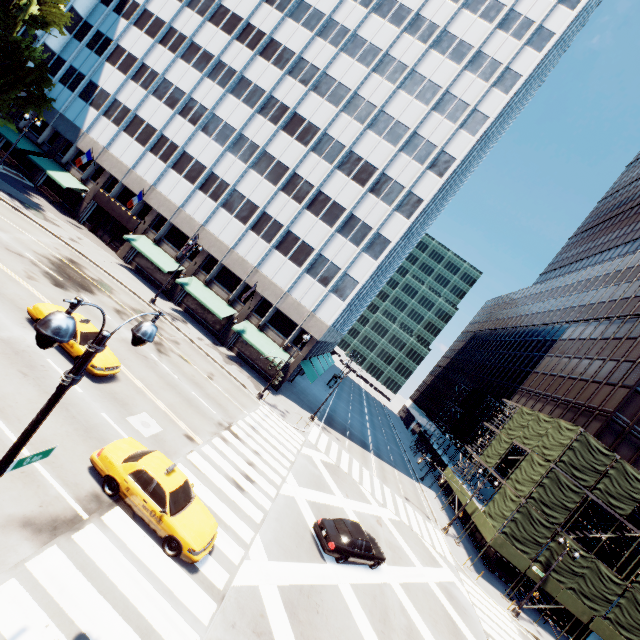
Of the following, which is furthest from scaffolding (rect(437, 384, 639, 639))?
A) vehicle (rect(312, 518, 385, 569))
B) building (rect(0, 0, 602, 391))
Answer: building (rect(0, 0, 602, 391))

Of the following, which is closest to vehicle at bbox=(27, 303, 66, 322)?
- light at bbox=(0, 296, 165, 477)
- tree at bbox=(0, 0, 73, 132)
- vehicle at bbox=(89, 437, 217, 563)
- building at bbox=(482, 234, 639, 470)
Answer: vehicle at bbox=(89, 437, 217, 563)

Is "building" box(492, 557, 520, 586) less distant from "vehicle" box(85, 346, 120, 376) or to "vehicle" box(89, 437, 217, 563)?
"vehicle" box(89, 437, 217, 563)

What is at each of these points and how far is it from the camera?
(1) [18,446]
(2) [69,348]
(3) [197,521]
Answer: (1) light, 5.3 meters
(2) vehicle, 15.7 meters
(3) vehicle, 11.5 meters

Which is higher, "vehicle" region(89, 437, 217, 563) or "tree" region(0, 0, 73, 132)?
"tree" region(0, 0, 73, 132)

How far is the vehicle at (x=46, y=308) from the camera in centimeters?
1605cm

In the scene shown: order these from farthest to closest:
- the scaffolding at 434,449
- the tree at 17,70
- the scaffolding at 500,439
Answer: the scaffolding at 434,449 → the tree at 17,70 → the scaffolding at 500,439

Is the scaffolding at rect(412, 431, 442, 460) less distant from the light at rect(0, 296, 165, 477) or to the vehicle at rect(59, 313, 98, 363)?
the vehicle at rect(59, 313, 98, 363)
